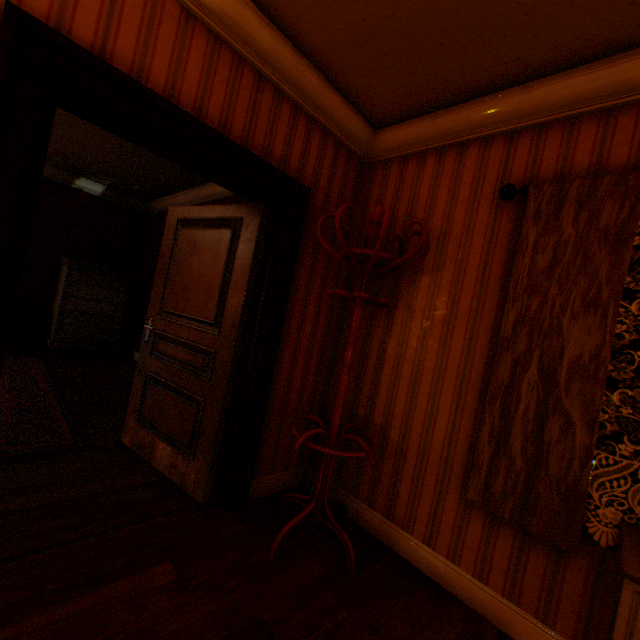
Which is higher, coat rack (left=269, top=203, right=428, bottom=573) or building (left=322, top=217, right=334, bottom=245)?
building (left=322, top=217, right=334, bottom=245)

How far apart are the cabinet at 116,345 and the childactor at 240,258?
3.6m

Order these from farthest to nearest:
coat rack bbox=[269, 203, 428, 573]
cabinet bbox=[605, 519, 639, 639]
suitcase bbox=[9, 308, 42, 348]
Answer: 1. suitcase bbox=[9, 308, 42, 348]
2. coat rack bbox=[269, 203, 428, 573]
3. cabinet bbox=[605, 519, 639, 639]

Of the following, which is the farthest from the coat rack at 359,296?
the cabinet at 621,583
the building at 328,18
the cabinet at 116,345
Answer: the cabinet at 116,345

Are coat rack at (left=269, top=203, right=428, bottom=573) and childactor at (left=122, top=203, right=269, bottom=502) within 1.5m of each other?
yes

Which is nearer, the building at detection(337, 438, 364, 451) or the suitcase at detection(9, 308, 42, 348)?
the building at detection(337, 438, 364, 451)

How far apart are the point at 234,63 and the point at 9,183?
1.4m

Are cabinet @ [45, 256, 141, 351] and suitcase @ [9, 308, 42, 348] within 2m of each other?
yes
